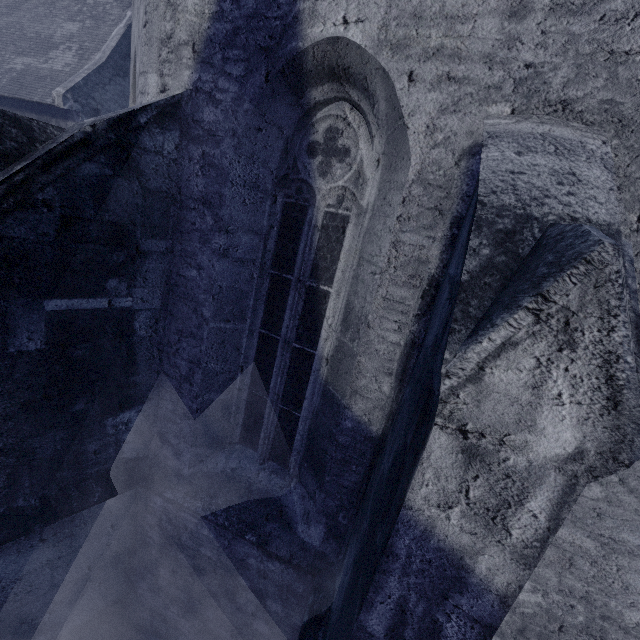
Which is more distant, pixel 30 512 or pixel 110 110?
pixel 110 110
